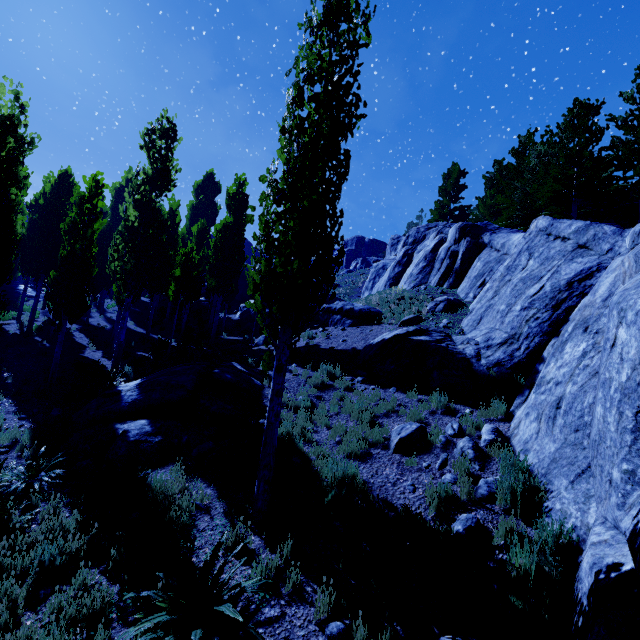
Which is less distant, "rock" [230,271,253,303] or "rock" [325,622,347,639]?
"rock" [325,622,347,639]

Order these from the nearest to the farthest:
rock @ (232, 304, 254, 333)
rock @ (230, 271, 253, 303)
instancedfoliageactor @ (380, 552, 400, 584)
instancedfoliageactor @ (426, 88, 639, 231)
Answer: instancedfoliageactor @ (380, 552, 400, 584) → instancedfoliageactor @ (426, 88, 639, 231) → rock @ (232, 304, 254, 333) → rock @ (230, 271, 253, 303)

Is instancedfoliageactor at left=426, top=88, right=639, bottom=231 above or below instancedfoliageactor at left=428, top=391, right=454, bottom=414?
above

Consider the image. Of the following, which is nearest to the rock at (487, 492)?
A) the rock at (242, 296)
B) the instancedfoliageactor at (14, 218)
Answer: the instancedfoliageactor at (14, 218)

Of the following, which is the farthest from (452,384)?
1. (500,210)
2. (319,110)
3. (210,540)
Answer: (500,210)

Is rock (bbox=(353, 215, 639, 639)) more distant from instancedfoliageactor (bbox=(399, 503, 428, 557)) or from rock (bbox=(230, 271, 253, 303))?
rock (bbox=(230, 271, 253, 303))

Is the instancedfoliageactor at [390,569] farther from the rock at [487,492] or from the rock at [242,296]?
Result: the rock at [242,296]
